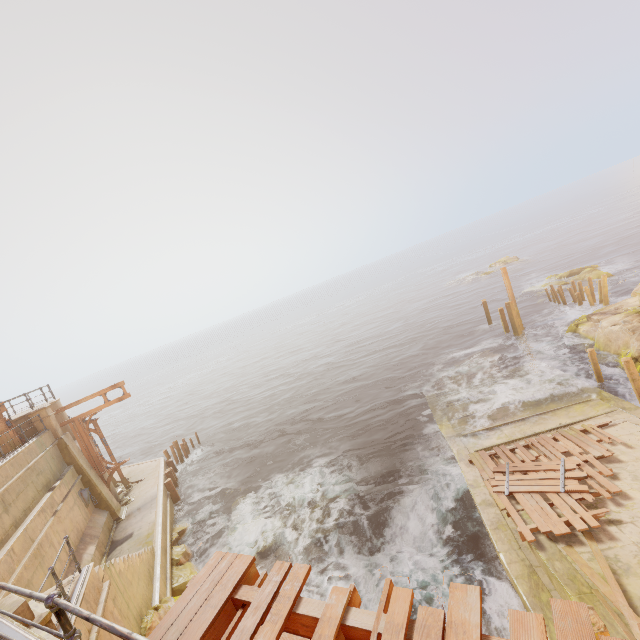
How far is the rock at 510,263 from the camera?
51.0m

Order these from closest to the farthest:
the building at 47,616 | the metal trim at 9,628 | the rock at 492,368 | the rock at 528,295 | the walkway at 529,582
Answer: the metal trim at 9,628 → the building at 47,616 → the walkway at 529,582 → the rock at 492,368 → the rock at 528,295

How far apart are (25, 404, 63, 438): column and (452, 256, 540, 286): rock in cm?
5517

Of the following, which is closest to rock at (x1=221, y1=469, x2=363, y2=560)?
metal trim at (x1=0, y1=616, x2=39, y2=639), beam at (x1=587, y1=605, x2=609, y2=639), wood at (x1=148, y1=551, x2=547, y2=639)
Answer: metal trim at (x1=0, y1=616, x2=39, y2=639)

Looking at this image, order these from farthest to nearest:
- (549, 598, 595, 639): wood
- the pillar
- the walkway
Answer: the pillar < the walkway < (549, 598, 595, 639): wood

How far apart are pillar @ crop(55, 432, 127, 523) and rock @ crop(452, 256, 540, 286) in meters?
53.7

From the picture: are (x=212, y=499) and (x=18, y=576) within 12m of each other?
yes

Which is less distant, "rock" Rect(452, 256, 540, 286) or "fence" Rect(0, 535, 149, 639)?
"fence" Rect(0, 535, 149, 639)
